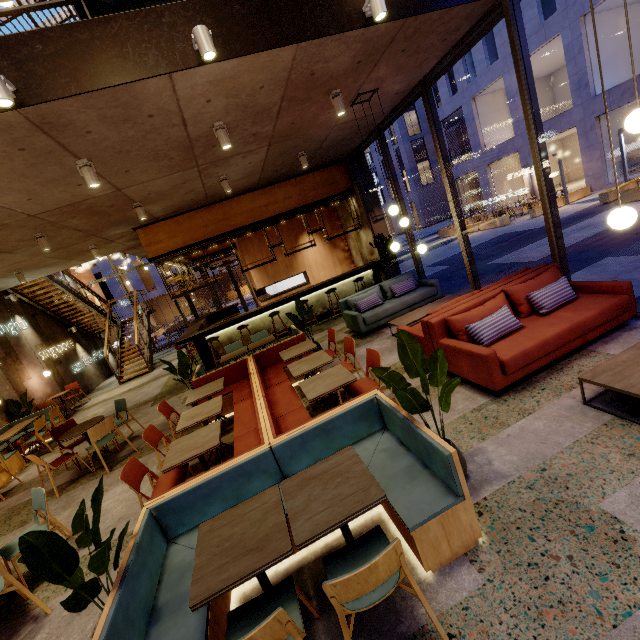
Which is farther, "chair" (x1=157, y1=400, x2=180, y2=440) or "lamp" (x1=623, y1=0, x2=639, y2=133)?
"chair" (x1=157, y1=400, x2=180, y2=440)

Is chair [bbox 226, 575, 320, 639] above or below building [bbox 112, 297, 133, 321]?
below

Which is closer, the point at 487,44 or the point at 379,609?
the point at 379,609

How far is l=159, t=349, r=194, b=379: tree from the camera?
6.5 meters

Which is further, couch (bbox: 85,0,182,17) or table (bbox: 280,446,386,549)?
couch (bbox: 85,0,182,17)

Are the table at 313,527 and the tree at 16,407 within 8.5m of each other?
no

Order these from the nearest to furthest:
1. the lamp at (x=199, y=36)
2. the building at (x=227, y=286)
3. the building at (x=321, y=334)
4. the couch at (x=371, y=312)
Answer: the lamp at (x=199, y=36), the building at (x=321, y=334), the couch at (x=371, y=312), the building at (x=227, y=286)

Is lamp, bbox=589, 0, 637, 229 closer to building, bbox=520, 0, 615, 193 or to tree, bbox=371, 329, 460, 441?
tree, bbox=371, 329, 460, 441
